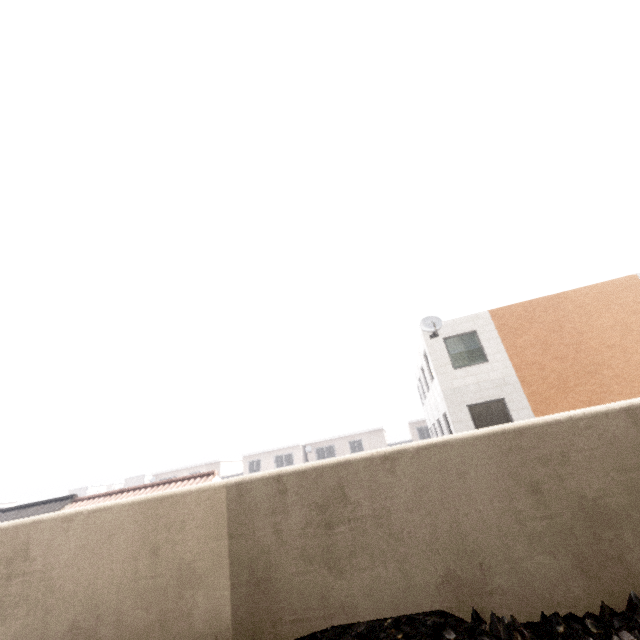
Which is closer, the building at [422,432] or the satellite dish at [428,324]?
the satellite dish at [428,324]

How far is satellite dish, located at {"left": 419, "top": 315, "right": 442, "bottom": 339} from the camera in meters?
13.8 m

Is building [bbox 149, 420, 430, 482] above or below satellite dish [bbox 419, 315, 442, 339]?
below

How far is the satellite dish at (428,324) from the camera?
13.8 meters

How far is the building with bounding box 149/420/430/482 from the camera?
36.72m

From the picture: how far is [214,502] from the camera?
2.3 meters

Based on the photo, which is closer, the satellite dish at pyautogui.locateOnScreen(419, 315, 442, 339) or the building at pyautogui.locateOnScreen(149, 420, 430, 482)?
the satellite dish at pyautogui.locateOnScreen(419, 315, 442, 339)
